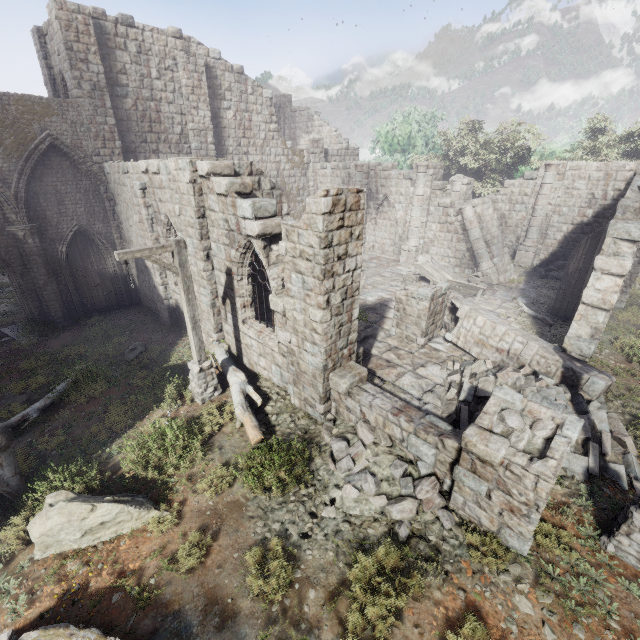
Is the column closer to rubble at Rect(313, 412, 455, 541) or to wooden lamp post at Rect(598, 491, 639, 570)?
rubble at Rect(313, 412, 455, 541)

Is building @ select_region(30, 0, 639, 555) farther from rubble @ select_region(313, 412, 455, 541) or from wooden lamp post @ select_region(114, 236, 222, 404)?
wooden lamp post @ select_region(114, 236, 222, 404)

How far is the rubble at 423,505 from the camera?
6.0 meters

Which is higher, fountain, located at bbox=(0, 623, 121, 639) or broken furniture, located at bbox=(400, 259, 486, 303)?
broken furniture, located at bbox=(400, 259, 486, 303)

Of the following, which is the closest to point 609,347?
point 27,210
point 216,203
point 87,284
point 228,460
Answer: point 228,460

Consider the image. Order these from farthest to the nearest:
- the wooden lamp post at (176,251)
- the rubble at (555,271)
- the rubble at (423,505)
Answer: the rubble at (555,271), the wooden lamp post at (176,251), the rubble at (423,505)

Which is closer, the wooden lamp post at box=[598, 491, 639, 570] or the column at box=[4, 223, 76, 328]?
the wooden lamp post at box=[598, 491, 639, 570]

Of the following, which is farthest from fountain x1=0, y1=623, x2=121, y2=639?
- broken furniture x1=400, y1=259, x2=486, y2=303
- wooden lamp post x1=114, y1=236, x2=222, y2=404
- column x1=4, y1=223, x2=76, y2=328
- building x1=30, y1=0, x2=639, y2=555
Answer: broken furniture x1=400, y1=259, x2=486, y2=303
